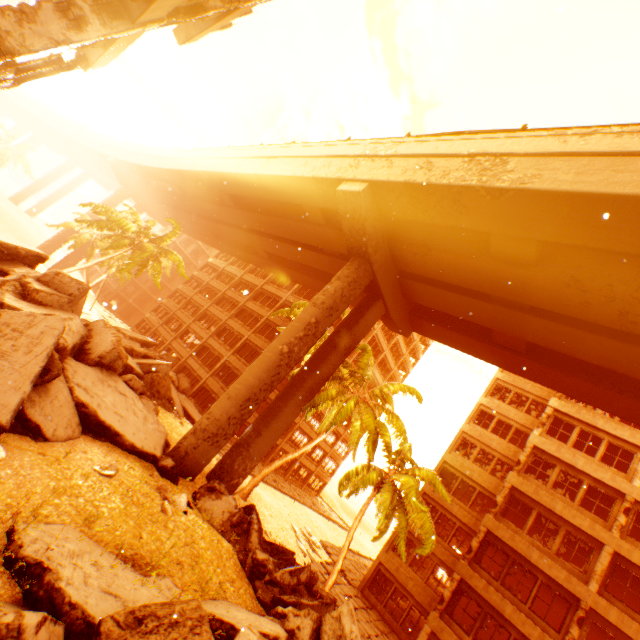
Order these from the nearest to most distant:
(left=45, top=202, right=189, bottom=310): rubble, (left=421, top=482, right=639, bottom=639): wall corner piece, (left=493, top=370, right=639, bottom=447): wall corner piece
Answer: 1. (left=421, top=482, right=639, bottom=639): wall corner piece
2. (left=493, top=370, right=639, bottom=447): wall corner piece
3. (left=45, top=202, right=189, bottom=310): rubble

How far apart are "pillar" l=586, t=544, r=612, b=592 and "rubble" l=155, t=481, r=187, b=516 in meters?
19.8

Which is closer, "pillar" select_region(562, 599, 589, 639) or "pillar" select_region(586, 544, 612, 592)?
"pillar" select_region(562, 599, 589, 639)

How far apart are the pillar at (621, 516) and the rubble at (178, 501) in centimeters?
2119cm

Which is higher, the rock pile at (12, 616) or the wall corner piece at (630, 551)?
the wall corner piece at (630, 551)

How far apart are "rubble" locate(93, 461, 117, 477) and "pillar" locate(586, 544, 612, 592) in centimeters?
2218cm

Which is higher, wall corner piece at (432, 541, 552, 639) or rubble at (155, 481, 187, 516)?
wall corner piece at (432, 541, 552, 639)

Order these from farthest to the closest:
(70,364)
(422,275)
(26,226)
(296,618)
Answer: (26,226) → (422,275) → (70,364) → (296,618)
